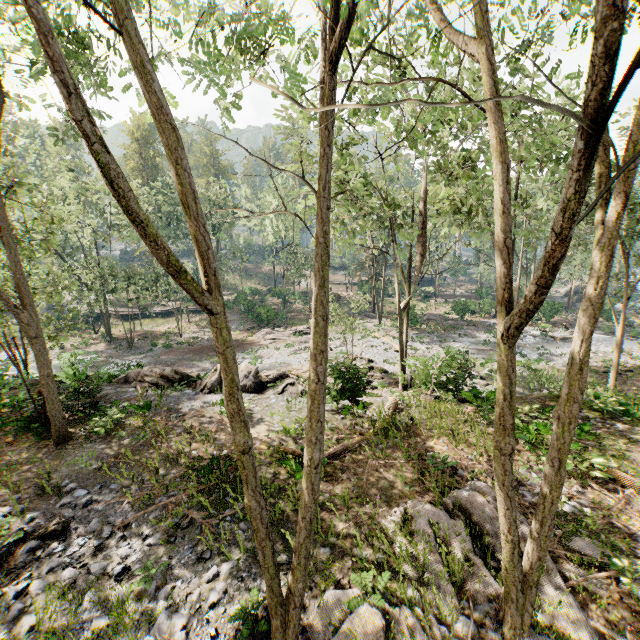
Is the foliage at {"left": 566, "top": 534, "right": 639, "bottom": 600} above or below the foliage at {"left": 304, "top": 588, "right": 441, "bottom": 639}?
above

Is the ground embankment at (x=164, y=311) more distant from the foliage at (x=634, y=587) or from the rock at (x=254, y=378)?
the rock at (x=254, y=378)

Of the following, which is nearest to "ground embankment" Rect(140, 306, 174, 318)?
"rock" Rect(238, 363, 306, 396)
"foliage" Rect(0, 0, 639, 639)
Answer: "foliage" Rect(0, 0, 639, 639)

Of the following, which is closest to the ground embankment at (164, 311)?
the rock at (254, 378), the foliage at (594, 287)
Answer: the foliage at (594, 287)

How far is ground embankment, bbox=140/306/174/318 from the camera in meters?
46.7 m

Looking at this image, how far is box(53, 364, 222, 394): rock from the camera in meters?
15.8

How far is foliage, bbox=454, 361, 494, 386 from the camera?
18.1 meters

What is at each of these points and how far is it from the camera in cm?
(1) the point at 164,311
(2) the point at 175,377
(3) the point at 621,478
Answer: (1) ground embankment, 4709
(2) rock, 1816
(3) foliage, 1011
